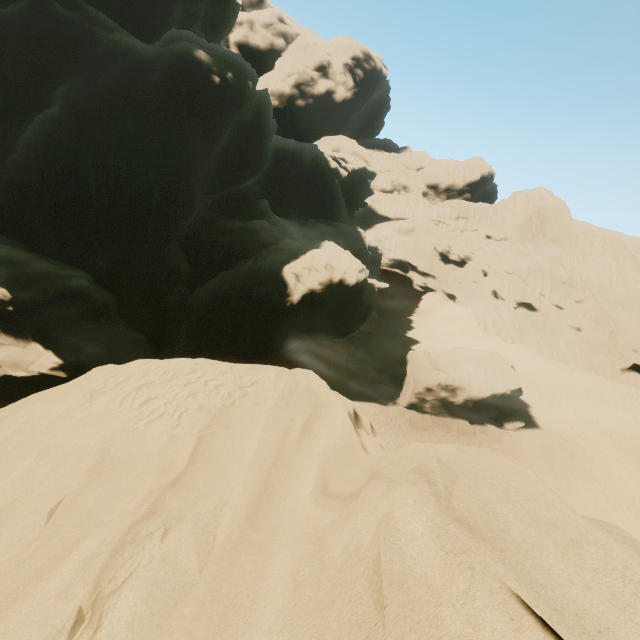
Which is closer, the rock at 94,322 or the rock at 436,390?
the rock at 94,322

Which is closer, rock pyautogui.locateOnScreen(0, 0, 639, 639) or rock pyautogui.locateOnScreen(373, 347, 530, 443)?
rock pyautogui.locateOnScreen(0, 0, 639, 639)

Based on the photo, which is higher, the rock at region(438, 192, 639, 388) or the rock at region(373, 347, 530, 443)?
the rock at region(438, 192, 639, 388)

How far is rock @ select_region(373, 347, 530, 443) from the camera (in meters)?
26.41

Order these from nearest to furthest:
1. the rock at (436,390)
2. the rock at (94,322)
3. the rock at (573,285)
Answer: the rock at (94,322), the rock at (436,390), the rock at (573,285)

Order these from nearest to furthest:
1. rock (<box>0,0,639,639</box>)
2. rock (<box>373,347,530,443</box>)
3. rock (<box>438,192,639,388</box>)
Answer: rock (<box>0,0,639,639</box>) → rock (<box>373,347,530,443</box>) → rock (<box>438,192,639,388</box>)

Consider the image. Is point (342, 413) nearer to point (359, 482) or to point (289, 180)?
point (359, 482)
